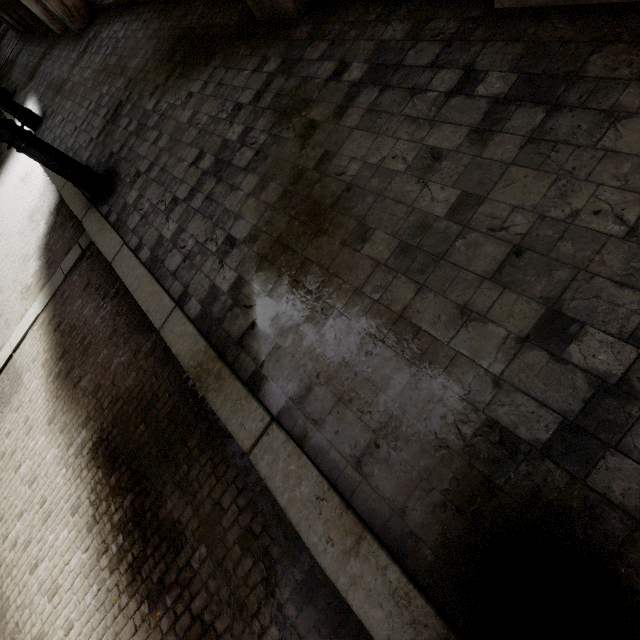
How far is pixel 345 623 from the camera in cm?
137

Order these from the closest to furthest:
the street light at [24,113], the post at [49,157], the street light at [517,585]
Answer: the street light at [517,585], the post at [49,157], the street light at [24,113]

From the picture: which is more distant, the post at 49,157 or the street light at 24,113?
the street light at 24,113

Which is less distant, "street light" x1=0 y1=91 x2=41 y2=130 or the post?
the post

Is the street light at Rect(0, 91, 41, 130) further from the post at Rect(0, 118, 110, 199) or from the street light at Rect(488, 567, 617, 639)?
the street light at Rect(488, 567, 617, 639)

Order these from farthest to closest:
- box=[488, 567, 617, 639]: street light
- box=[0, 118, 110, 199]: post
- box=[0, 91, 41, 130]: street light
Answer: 1. box=[0, 91, 41, 130]: street light
2. box=[0, 118, 110, 199]: post
3. box=[488, 567, 617, 639]: street light

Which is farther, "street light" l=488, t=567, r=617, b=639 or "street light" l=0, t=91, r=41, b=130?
"street light" l=0, t=91, r=41, b=130
